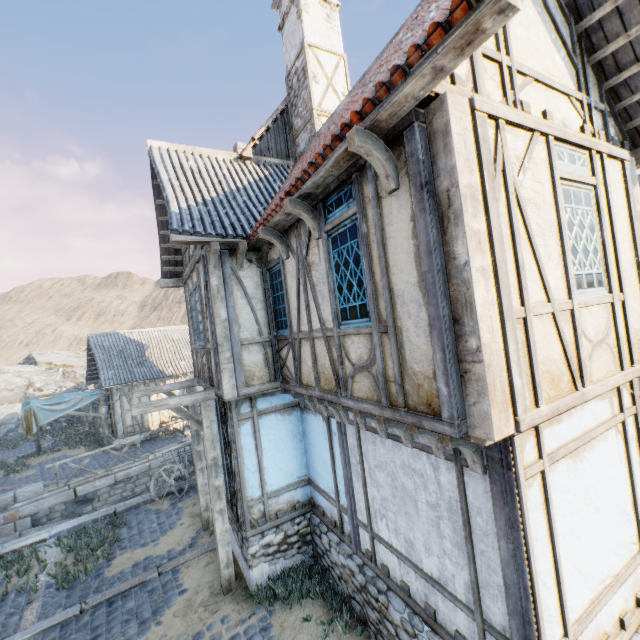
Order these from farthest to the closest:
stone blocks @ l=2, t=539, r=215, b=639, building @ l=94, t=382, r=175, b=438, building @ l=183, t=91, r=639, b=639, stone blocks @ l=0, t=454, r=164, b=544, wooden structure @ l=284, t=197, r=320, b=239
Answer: building @ l=94, t=382, r=175, b=438, stone blocks @ l=0, t=454, r=164, b=544, stone blocks @ l=2, t=539, r=215, b=639, wooden structure @ l=284, t=197, r=320, b=239, building @ l=183, t=91, r=639, b=639

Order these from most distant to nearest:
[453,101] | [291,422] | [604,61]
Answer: [291,422], [604,61], [453,101]

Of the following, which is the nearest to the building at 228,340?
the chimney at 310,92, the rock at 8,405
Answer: the chimney at 310,92

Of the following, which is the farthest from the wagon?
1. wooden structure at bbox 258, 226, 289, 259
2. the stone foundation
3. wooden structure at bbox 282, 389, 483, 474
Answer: wooden structure at bbox 282, 389, 483, 474

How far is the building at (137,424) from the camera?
17.8m

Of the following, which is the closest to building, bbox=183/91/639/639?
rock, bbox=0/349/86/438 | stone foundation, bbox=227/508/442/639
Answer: stone foundation, bbox=227/508/442/639

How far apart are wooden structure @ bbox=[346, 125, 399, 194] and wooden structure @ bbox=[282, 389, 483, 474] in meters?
2.7 m

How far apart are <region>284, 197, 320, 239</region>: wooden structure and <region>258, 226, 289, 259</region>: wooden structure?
1.0m
